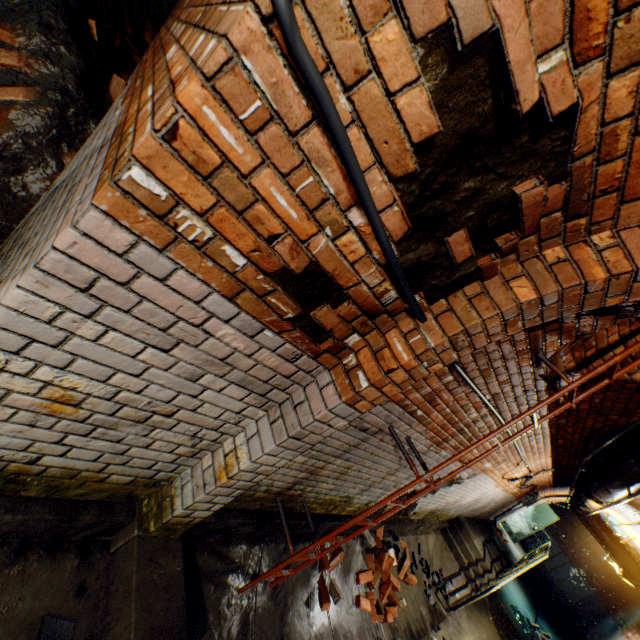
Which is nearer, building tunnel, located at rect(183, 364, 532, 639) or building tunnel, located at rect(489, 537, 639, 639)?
building tunnel, located at rect(183, 364, 532, 639)

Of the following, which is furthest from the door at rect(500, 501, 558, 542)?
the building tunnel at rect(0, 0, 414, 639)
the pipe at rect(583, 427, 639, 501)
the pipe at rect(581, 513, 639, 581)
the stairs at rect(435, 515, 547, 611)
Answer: the pipe at rect(583, 427, 639, 501)

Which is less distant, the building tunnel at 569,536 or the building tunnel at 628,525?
the building tunnel at 628,525

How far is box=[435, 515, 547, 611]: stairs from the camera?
6.6m

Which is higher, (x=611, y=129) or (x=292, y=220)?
(x=611, y=129)

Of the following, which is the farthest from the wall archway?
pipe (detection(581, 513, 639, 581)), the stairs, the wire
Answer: pipe (detection(581, 513, 639, 581))

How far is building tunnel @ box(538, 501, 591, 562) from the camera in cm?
1736

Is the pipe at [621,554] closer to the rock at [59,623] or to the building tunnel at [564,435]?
the building tunnel at [564,435]
